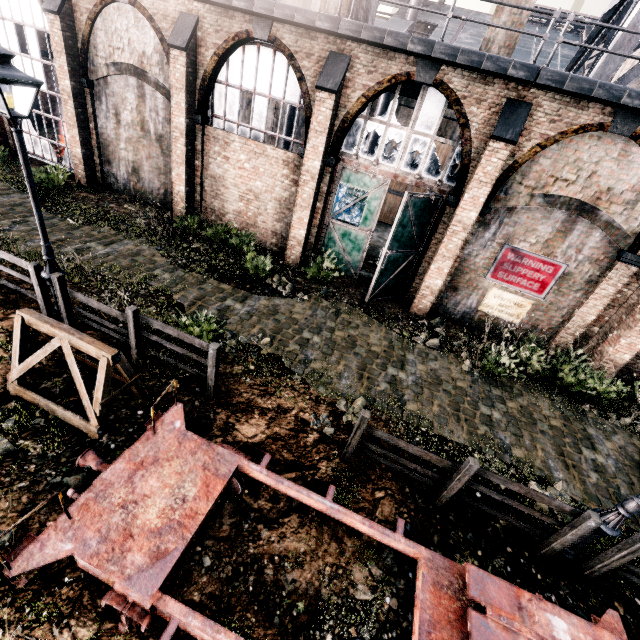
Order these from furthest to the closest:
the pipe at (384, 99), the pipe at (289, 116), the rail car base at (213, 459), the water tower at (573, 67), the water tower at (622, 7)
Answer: the pipe at (289, 116) < the pipe at (384, 99) < the water tower at (573, 67) < the water tower at (622, 7) < the rail car base at (213, 459)

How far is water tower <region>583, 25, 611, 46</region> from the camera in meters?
14.0

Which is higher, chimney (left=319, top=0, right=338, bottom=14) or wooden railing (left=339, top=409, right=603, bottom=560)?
chimney (left=319, top=0, right=338, bottom=14)

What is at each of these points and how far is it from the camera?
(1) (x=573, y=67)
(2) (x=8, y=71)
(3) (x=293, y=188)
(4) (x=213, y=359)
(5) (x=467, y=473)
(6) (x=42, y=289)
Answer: (1) water tower, 15.4 meters
(2) street light, 5.5 meters
(3) building, 13.8 meters
(4) wooden railing, 6.9 meters
(5) wooden railing, 6.0 meters
(6) wooden railing, 7.9 meters

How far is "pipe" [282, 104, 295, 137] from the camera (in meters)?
29.19

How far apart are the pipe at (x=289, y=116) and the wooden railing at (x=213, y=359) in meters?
28.1

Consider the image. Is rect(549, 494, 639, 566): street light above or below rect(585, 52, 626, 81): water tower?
below

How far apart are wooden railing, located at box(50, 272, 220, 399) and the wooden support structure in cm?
70
